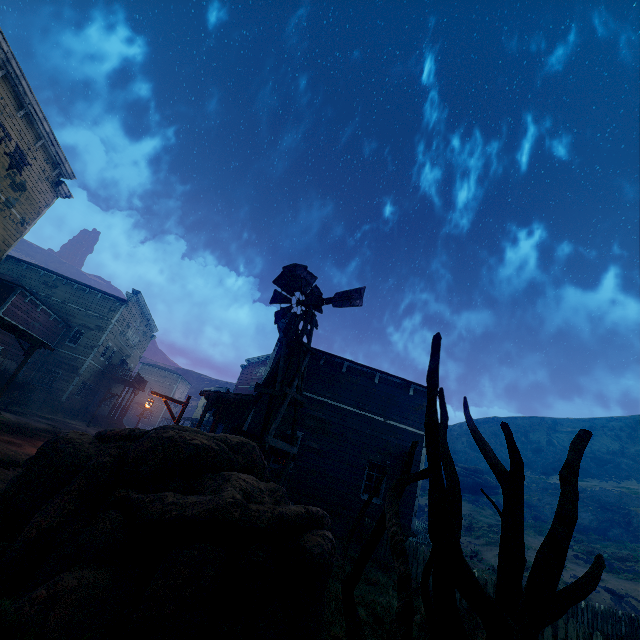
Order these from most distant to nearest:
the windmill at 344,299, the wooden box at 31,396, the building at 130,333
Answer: the wooden box at 31,396 → the building at 130,333 → the windmill at 344,299

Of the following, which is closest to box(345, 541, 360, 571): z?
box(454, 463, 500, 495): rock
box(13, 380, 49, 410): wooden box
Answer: box(13, 380, 49, 410): wooden box

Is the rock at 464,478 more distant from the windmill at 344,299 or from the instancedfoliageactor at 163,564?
the instancedfoliageactor at 163,564

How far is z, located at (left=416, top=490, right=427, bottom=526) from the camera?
34.75m

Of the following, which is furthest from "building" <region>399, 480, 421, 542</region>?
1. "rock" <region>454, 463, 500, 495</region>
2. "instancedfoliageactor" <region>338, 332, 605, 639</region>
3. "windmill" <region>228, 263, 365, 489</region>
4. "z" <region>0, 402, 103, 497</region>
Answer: "rock" <region>454, 463, 500, 495</region>

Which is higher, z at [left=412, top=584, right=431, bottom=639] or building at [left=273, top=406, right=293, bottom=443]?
building at [left=273, top=406, right=293, bottom=443]

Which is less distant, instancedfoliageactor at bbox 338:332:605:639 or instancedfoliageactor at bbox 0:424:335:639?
instancedfoliageactor at bbox 338:332:605:639

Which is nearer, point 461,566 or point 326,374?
point 461,566
